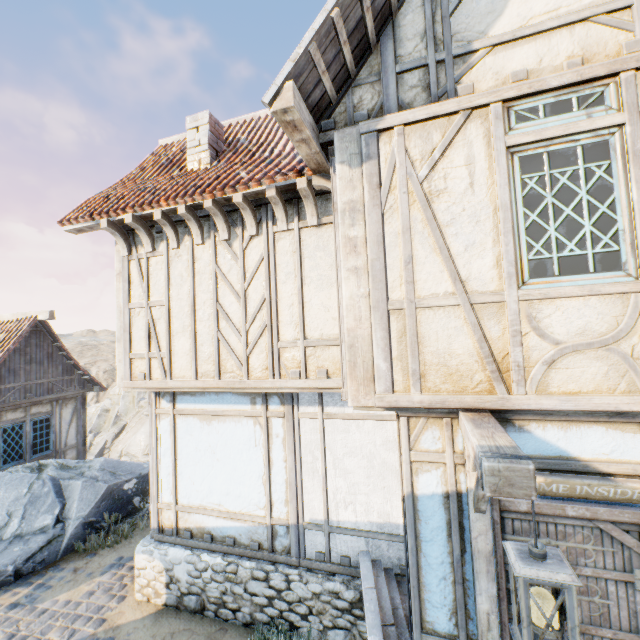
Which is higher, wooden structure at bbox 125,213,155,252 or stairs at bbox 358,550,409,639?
wooden structure at bbox 125,213,155,252

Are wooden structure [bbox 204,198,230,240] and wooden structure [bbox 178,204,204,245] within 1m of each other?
yes

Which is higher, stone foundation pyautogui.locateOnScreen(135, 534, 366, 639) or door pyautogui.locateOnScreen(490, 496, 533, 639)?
door pyautogui.locateOnScreen(490, 496, 533, 639)

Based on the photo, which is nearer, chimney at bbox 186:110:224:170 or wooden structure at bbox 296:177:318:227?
wooden structure at bbox 296:177:318:227

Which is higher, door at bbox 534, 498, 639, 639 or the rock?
door at bbox 534, 498, 639, 639

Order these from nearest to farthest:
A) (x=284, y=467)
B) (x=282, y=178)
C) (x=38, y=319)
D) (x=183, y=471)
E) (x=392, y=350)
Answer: (x=392, y=350) → (x=282, y=178) → (x=284, y=467) → (x=183, y=471) → (x=38, y=319)

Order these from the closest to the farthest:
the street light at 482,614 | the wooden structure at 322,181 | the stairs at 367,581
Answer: the street light at 482,614 < the stairs at 367,581 < the wooden structure at 322,181

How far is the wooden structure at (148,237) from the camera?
5.32m
